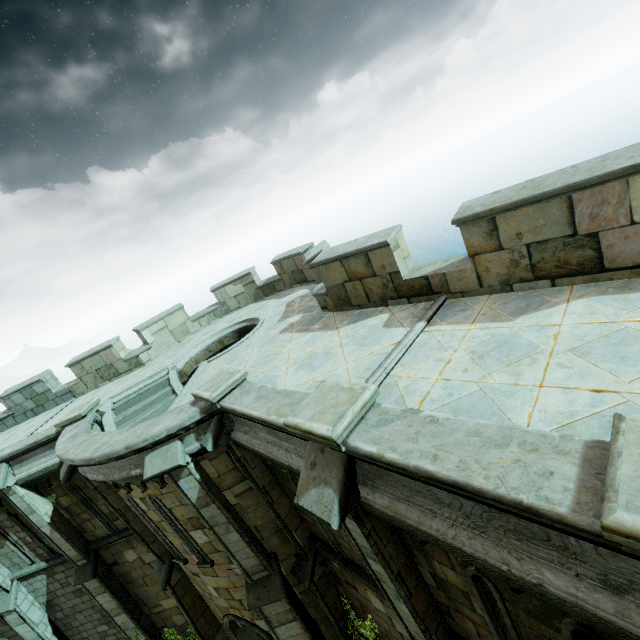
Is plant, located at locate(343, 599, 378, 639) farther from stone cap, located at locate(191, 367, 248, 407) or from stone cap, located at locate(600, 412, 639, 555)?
stone cap, located at locate(600, 412, 639, 555)

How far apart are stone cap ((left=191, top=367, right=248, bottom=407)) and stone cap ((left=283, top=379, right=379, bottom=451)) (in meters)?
2.42

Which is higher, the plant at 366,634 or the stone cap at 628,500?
the stone cap at 628,500

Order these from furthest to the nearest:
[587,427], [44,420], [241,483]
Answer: [44,420]
[241,483]
[587,427]

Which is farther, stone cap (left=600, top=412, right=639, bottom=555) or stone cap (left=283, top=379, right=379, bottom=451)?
stone cap (left=283, top=379, right=379, bottom=451)

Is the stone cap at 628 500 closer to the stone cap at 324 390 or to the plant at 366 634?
the stone cap at 324 390

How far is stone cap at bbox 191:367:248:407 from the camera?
6.19m

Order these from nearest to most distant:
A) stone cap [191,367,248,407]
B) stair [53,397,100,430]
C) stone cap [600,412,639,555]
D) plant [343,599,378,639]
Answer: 1. stone cap [600,412,639,555]
2. stone cap [191,367,248,407]
3. plant [343,599,378,639]
4. stair [53,397,100,430]
